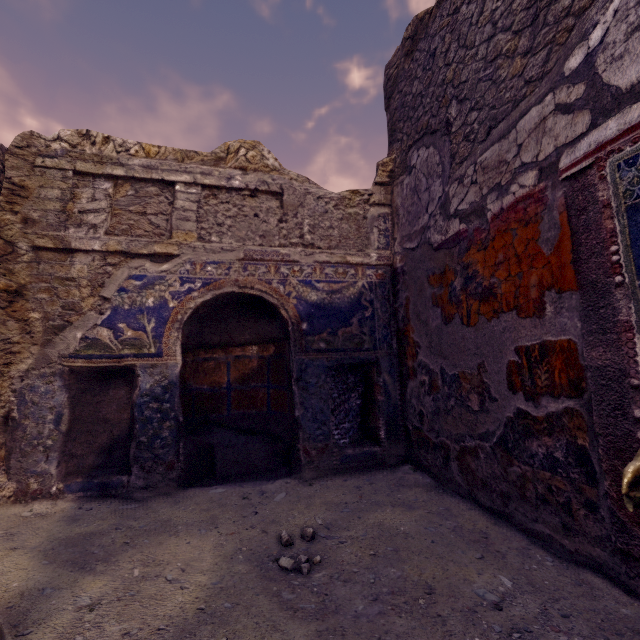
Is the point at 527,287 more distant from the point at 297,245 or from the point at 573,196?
the point at 297,245
